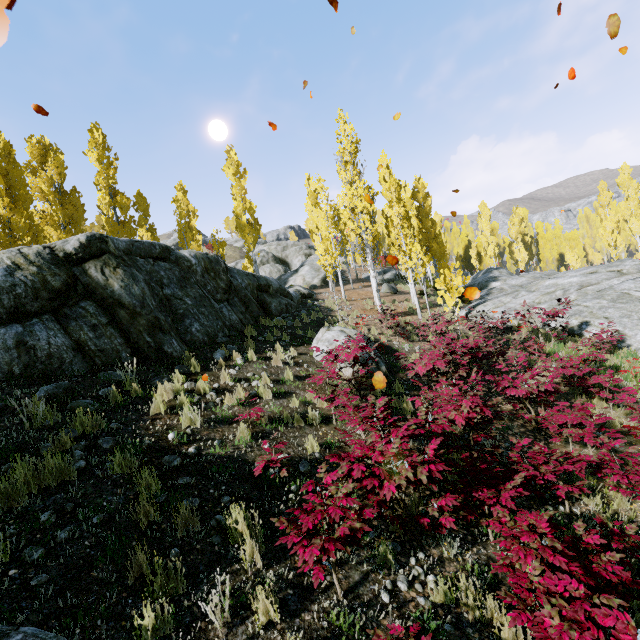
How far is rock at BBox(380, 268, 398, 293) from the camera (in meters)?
25.44

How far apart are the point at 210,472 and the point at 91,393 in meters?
3.0 m

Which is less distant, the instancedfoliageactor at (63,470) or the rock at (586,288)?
the instancedfoliageactor at (63,470)

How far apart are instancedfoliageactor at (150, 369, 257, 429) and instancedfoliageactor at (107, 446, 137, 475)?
1.77m

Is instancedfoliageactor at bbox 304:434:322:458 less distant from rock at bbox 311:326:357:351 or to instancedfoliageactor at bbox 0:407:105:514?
rock at bbox 311:326:357:351

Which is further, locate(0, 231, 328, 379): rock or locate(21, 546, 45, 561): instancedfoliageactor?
locate(0, 231, 328, 379): rock

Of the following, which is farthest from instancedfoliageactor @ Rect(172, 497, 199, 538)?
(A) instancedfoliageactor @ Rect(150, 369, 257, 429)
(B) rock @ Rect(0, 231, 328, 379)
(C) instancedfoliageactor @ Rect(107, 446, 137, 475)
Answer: (C) instancedfoliageactor @ Rect(107, 446, 137, 475)

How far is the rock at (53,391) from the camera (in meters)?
5.58
